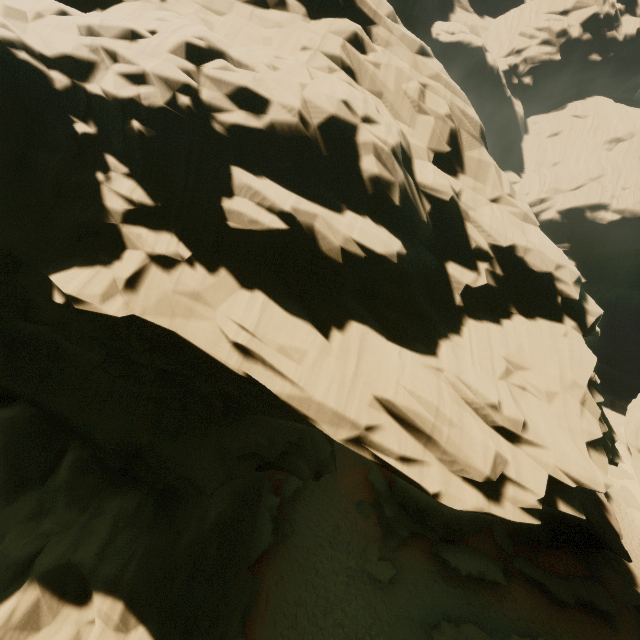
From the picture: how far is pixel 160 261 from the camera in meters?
9.6 m

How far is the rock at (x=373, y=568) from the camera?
18.87m

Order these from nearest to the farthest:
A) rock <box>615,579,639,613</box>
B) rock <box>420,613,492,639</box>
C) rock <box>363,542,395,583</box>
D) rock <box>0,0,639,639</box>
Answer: rock <box>0,0,639,639</box>, rock <box>420,613,492,639</box>, rock <box>363,542,395,583</box>, rock <box>615,579,639,613</box>

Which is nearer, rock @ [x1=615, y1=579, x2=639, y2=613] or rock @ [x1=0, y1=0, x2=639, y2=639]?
rock @ [x1=0, y1=0, x2=639, y2=639]

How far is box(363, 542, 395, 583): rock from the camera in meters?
18.9

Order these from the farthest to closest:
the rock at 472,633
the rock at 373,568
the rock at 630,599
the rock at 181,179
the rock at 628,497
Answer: the rock at 628,497 < the rock at 630,599 < the rock at 373,568 < the rock at 472,633 < the rock at 181,179
